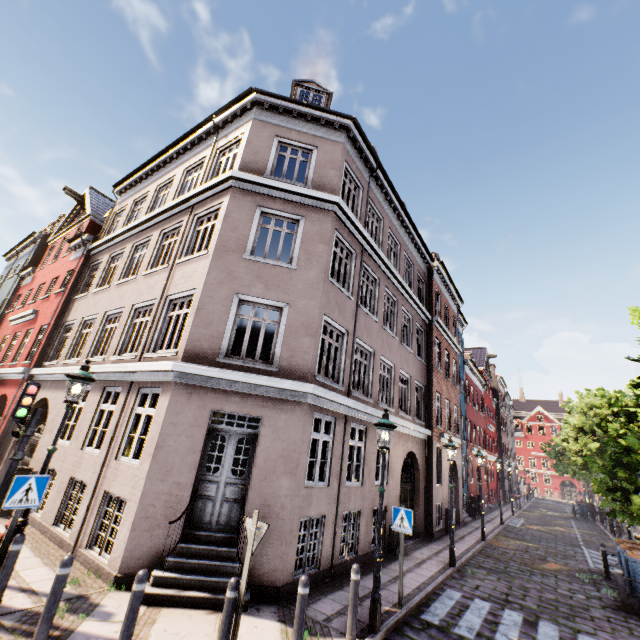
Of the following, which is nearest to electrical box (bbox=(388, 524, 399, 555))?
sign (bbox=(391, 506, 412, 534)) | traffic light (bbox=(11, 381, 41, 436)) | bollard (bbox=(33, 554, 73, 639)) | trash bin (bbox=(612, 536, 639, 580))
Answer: sign (bbox=(391, 506, 412, 534))

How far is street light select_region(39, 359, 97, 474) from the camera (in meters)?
5.70

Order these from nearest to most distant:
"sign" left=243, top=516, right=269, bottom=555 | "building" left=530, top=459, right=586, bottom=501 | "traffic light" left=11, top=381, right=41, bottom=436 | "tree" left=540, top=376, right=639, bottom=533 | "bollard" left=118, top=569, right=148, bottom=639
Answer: "bollard" left=118, top=569, right=148, bottom=639, "sign" left=243, top=516, right=269, bottom=555, "traffic light" left=11, top=381, right=41, bottom=436, "tree" left=540, top=376, right=639, bottom=533, "building" left=530, top=459, right=586, bottom=501

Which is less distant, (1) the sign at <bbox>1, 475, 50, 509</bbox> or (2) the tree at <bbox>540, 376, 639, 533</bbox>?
(1) the sign at <bbox>1, 475, 50, 509</bbox>

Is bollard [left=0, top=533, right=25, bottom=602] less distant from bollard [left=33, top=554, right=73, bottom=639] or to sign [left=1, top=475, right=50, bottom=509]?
sign [left=1, top=475, right=50, bottom=509]

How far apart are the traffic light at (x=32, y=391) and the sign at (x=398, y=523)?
8.12m

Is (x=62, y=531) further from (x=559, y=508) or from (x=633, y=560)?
(x=559, y=508)

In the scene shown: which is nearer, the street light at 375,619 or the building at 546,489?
the street light at 375,619
